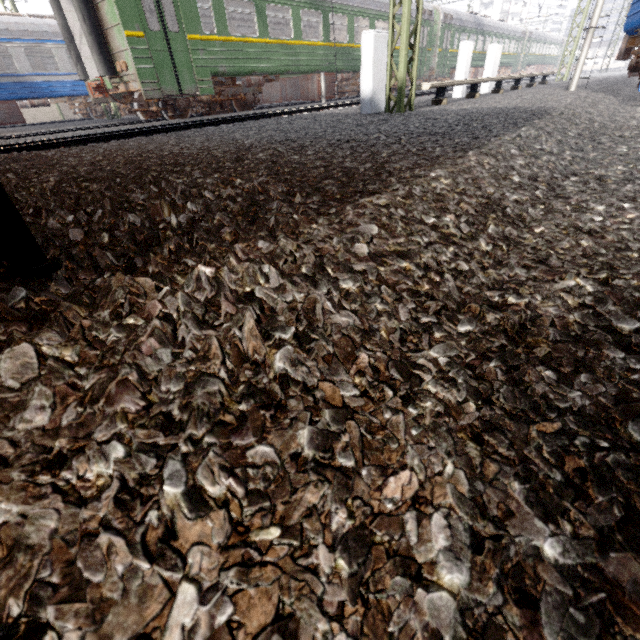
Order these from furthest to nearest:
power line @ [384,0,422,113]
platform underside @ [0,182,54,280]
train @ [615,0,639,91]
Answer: train @ [615,0,639,91], power line @ [384,0,422,113], platform underside @ [0,182,54,280]

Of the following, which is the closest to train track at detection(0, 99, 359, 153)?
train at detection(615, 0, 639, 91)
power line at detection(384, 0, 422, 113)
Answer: power line at detection(384, 0, 422, 113)

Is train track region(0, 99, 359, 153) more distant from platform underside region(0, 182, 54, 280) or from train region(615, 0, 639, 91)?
train region(615, 0, 639, 91)

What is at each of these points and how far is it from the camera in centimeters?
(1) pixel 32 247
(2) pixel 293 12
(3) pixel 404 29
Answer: (1) platform underside, 114cm
(2) train, 1244cm
(3) power line, 607cm

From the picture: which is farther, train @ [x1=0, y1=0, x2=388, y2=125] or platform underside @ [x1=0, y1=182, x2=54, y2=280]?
train @ [x1=0, y1=0, x2=388, y2=125]

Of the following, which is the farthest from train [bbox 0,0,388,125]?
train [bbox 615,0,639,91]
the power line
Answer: train [bbox 615,0,639,91]

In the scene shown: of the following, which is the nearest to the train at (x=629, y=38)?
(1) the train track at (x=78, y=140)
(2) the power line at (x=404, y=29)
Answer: (2) the power line at (x=404, y=29)

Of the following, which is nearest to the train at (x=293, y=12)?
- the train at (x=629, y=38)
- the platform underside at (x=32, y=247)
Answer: the platform underside at (x=32, y=247)
